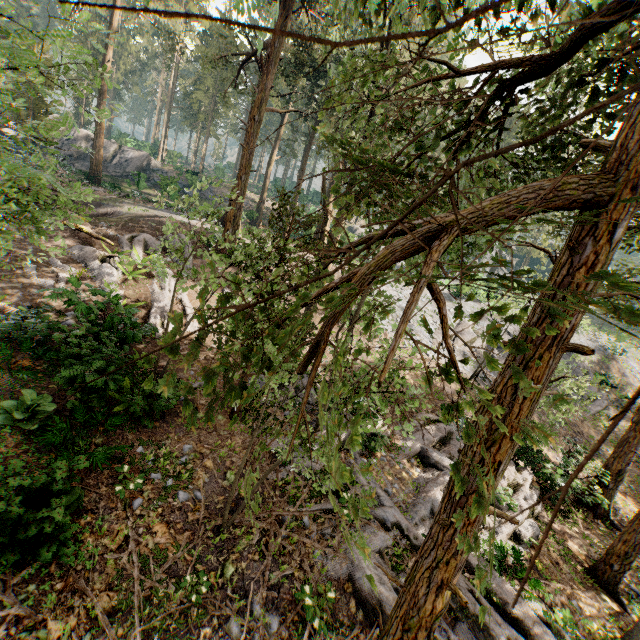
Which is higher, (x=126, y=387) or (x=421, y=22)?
(x=421, y=22)

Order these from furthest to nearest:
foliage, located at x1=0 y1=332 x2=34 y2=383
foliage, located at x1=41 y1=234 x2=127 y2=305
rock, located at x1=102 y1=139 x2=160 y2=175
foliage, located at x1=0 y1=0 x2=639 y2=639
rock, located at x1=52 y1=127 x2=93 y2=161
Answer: rock, located at x1=102 y1=139 x2=160 y2=175, rock, located at x1=52 y1=127 x2=93 y2=161, foliage, located at x1=41 y1=234 x2=127 y2=305, foliage, located at x1=0 y1=332 x2=34 y2=383, foliage, located at x1=0 y1=0 x2=639 y2=639

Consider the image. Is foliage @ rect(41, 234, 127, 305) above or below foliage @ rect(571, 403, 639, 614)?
above

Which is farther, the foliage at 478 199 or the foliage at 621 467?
the foliage at 621 467

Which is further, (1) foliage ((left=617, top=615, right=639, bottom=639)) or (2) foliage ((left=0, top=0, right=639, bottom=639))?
(1) foliage ((left=617, top=615, right=639, bottom=639))

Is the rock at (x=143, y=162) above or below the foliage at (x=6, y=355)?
→ above
